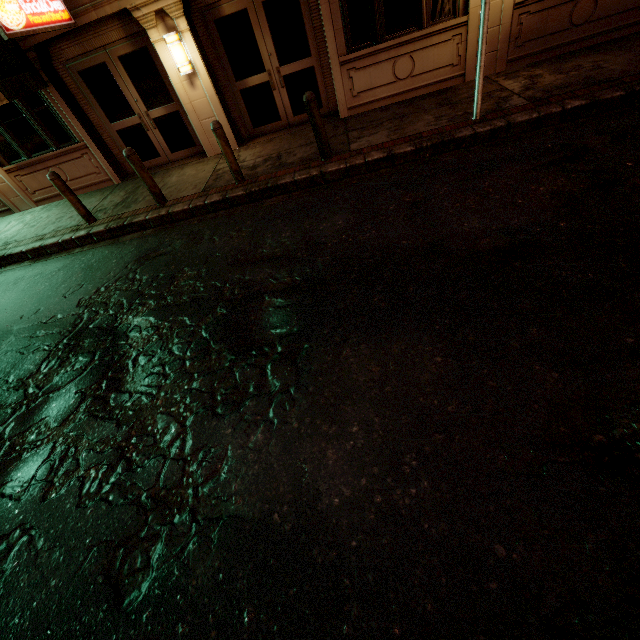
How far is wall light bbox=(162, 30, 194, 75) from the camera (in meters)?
7.23

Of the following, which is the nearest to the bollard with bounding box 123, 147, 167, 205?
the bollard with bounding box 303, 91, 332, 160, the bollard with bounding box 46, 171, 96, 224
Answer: the bollard with bounding box 46, 171, 96, 224

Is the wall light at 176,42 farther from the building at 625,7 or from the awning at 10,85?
the awning at 10,85

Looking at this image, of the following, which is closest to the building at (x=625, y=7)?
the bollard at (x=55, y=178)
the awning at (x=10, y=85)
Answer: the awning at (x=10, y=85)

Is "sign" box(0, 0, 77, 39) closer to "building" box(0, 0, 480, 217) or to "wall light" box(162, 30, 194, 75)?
"building" box(0, 0, 480, 217)

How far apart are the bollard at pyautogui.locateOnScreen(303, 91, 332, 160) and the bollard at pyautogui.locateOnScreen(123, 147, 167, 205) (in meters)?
3.70

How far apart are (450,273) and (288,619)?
3.5m

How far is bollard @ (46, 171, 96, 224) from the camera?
7.1 meters
